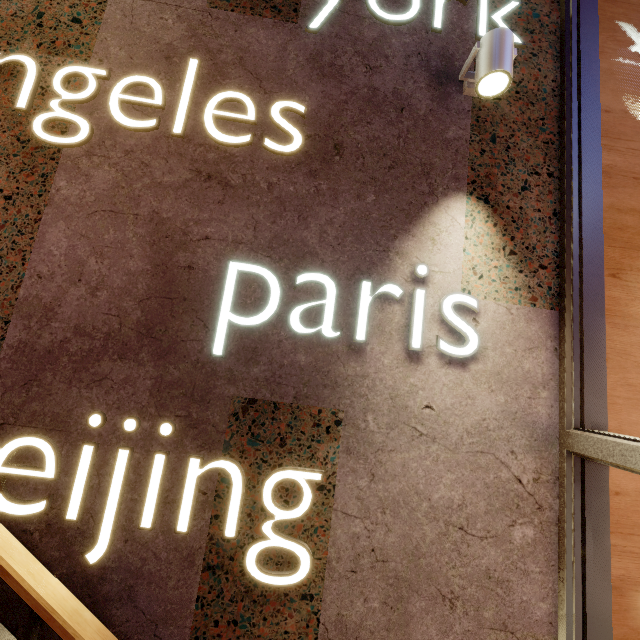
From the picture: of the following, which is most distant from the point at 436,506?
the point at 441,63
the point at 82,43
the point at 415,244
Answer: the point at 82,43

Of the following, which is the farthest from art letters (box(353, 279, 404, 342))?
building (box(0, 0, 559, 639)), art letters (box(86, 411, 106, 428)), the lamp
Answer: Answer: the lamp

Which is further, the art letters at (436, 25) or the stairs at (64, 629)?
the art letters at (436, 25)

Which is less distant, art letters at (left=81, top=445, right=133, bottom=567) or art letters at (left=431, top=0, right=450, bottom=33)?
art letters at (left=81, top=445, right=133, bottom=567)

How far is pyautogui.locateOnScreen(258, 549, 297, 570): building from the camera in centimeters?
131cm

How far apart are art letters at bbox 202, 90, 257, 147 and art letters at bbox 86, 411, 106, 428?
1.4 meters

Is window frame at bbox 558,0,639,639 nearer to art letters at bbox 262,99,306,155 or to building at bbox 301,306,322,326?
building at bbox 301,306,322,326

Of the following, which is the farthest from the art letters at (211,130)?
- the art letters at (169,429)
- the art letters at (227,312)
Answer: the art letters at (169,429)
